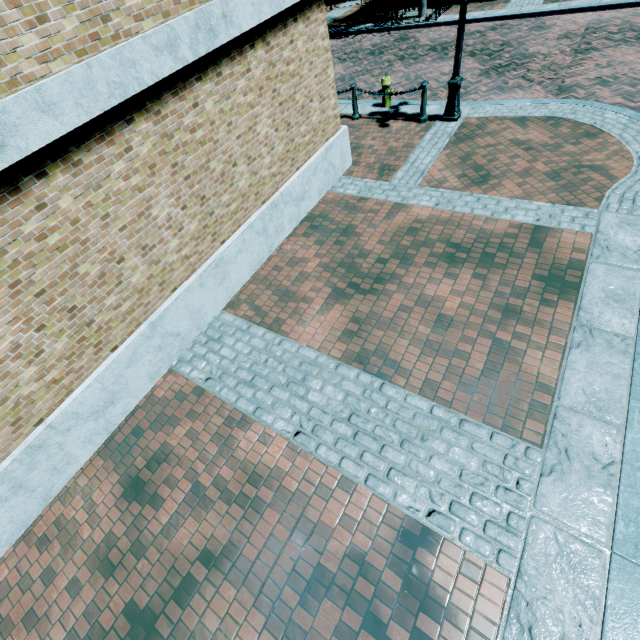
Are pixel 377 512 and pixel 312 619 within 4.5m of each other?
yes
